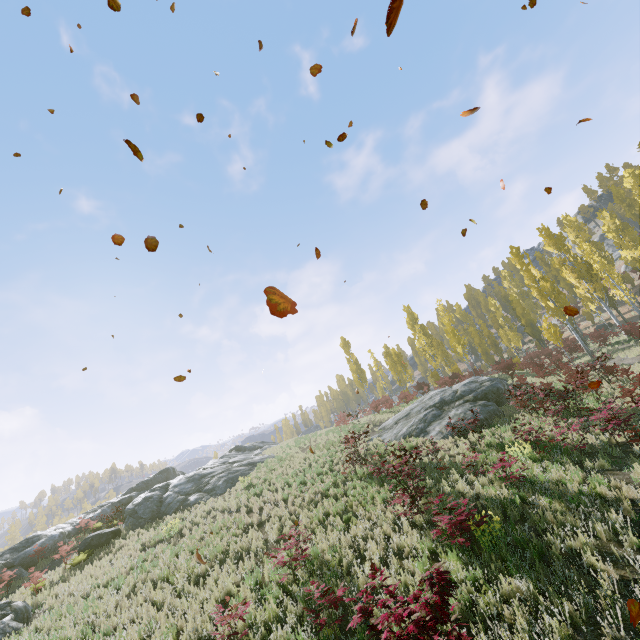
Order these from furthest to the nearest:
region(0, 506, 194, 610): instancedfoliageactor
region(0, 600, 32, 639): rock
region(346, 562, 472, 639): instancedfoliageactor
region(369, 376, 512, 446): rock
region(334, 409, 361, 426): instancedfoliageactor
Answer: region(334, 409, 361, 426): instancedfoliageactor
region(369, 376, 512, 446): rock
region(0, 506, 194, 610): instancedfoliageactor
region(0, 600, 32, 639): rock
region(346, 562, 472, 639): instancedfoliageactor

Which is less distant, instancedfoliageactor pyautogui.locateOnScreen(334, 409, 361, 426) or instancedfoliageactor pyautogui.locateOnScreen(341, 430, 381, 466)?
instancedfoliageactor pyautogui.locateOnScreen(341, 430, 381, 466)

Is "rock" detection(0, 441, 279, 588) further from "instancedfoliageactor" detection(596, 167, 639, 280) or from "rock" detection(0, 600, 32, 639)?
"instancedfoliageactor" detection(596, 167, 639, 280)

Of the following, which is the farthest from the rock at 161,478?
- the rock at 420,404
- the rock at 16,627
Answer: the rock at 420,404

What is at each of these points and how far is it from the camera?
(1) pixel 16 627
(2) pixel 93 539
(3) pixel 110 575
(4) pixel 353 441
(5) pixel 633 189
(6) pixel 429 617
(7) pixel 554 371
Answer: (1) rock, 9.79m
(2) rock, 15.79m
(3) instancedfoliageactor, 11.55m
(4) instancedfoliageactor, 15.33m
(5) instancedfoliageactor, 36.75m
(6) instancedfoliageactor, 4.15m
(7) instancedfoliageactor, 21.59m

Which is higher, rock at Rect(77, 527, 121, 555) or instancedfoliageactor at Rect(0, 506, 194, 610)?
rock at Rect(77, 527, 121, 555)

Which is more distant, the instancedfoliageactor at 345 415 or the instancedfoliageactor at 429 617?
the instancedfoliageactor at 345 415

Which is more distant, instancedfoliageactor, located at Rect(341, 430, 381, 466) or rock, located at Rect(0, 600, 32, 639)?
instancedfoliageactor, located at Rect(341, 430, 381, 466)
